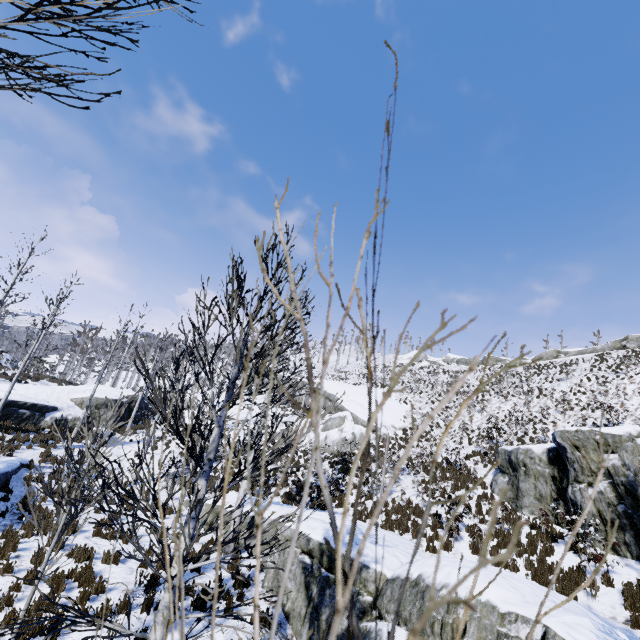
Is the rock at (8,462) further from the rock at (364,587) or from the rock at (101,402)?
the rock at (364,587)

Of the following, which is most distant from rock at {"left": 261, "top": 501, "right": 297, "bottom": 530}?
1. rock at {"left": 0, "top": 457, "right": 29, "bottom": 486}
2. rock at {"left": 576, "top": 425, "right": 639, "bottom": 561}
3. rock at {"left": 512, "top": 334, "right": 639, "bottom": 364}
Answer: rock at {"left": 512, "top": 334, "right": 639, "bottom": 364}

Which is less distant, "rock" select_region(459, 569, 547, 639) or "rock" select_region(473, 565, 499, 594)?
"rock" select_region(459, 569, 547, 639)

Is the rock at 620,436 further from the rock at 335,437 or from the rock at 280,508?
the rock at 335,437

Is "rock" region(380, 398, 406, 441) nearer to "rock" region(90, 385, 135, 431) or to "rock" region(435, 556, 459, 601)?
"rock" region(435, 556, 459, 601)

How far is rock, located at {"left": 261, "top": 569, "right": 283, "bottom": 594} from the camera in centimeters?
A: 885cm

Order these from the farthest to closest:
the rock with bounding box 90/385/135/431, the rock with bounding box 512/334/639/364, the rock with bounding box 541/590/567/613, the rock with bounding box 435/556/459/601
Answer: the rock with bounding box 512/334/639/364 < the rock with bounding box 90/385/135/431 < the rock with bounding box 435/556/459/601 < the rock with bounding box 541/590/567/613

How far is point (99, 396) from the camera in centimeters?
2328cm
